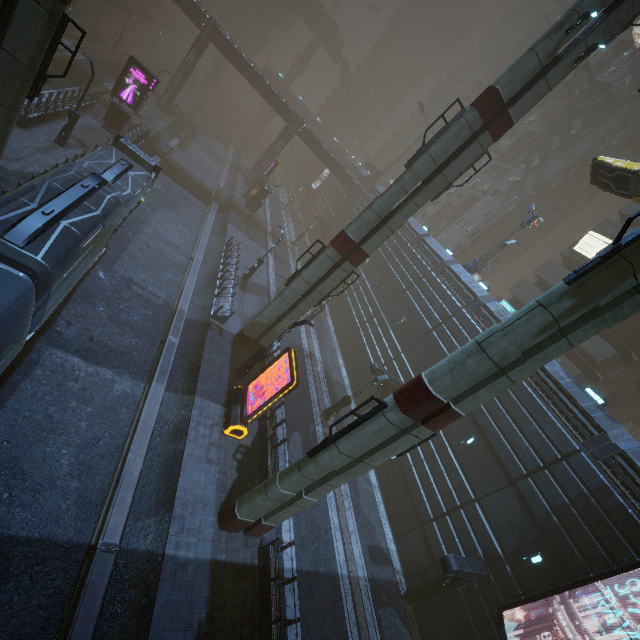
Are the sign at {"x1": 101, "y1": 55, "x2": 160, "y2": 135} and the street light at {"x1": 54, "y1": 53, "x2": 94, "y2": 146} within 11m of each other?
yes

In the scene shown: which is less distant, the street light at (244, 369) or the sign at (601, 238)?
the street light at (244, 369)

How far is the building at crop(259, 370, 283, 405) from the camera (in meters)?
18.99

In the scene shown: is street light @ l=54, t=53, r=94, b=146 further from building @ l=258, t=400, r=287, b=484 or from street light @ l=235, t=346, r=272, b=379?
street light @ l=235, t=346, r=272, b=379

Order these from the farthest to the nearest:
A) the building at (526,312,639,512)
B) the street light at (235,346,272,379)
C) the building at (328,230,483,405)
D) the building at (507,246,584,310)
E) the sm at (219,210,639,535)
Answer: the building at (507,246,584,310)
the building at (328,230,483,405)
the street light at (235,346,272,379)
the building at (526,312,639,512)
the sm at (219,210,639,535)

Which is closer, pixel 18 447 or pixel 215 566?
pixel 18 447

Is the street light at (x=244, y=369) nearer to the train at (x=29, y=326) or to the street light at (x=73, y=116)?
the train at (x=29, y=326)
